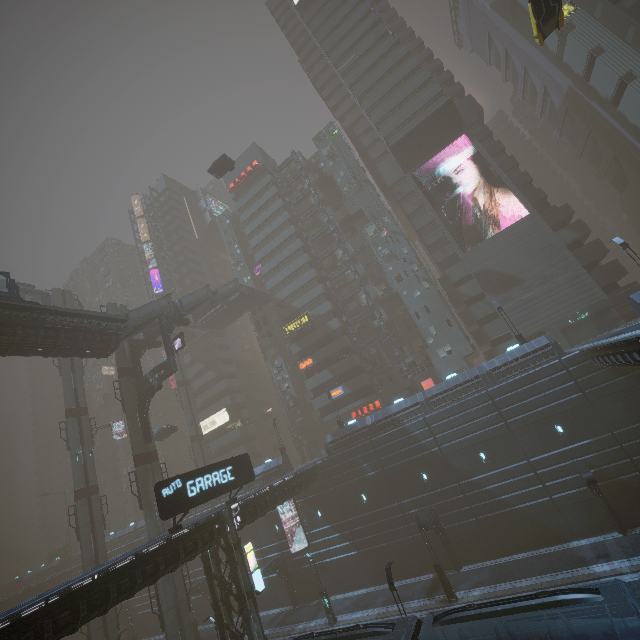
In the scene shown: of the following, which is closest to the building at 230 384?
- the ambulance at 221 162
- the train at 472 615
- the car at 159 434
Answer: the car at 159 434

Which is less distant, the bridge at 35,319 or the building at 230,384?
the bridge at 35,319

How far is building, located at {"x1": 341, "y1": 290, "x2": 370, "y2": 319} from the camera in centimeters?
4806cm

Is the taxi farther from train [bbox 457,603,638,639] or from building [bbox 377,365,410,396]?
train [bbox 457,603,638,639]

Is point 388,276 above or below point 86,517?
above

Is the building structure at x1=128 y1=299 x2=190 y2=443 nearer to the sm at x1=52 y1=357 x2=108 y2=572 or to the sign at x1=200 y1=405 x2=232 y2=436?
the sm at x1=52 y1=357 x2=108 y2=572

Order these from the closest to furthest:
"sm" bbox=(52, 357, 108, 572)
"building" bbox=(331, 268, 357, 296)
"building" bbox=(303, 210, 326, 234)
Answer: "sm" bbox=(52, 357, 108, 572) → "building" bbox=(331, 268, 357, 296) → "building" bbox=(303, 210, 326, 234)
